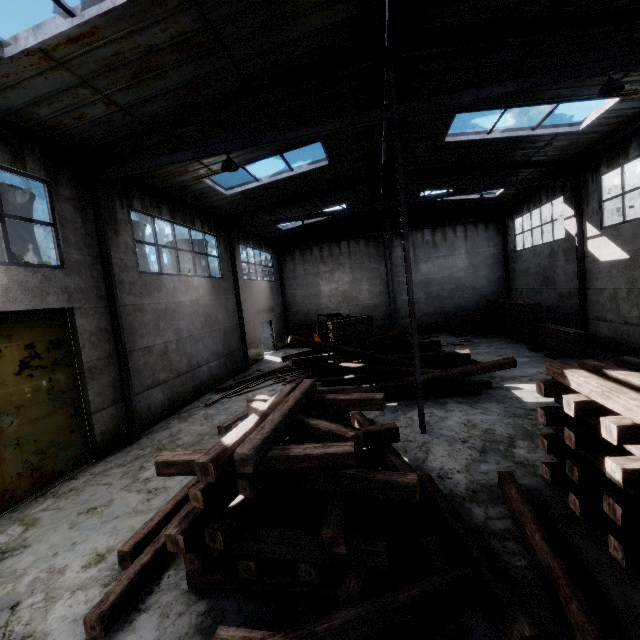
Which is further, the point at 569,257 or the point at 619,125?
the point at 569,257

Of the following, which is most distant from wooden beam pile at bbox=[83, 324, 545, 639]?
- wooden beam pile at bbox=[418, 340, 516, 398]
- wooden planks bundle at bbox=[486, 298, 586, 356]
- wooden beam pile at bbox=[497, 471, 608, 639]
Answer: wooden planks bundle at bbox=[486, 298, 586, 356]

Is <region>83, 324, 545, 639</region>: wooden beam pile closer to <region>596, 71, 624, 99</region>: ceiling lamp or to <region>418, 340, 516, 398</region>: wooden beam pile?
<region>418, 340, 516, 398</region>: wooden beam pile

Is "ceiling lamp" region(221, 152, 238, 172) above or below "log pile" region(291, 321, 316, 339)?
above

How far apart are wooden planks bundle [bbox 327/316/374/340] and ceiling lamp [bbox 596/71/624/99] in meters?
11.9 m

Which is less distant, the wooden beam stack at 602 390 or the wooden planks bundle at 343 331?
the wooden beam stack at 602 390

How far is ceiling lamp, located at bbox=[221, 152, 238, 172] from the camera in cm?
768

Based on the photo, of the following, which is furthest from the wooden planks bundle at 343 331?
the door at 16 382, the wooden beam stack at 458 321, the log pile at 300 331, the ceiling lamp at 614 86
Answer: the ceiling lamp at 614 86
